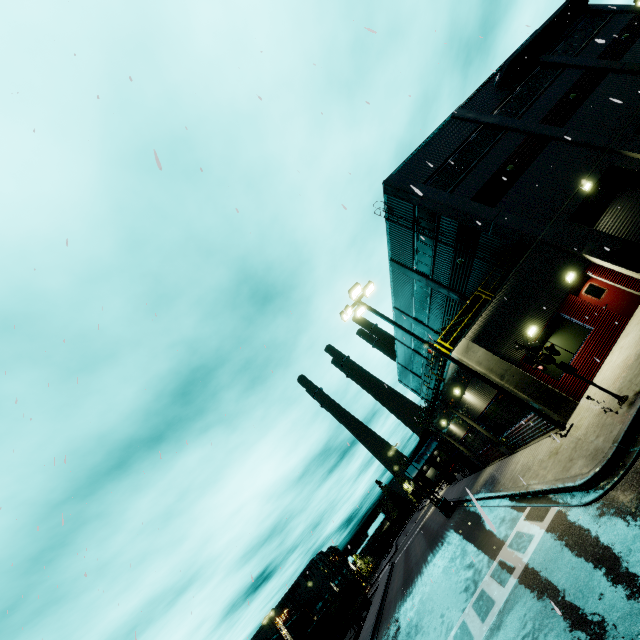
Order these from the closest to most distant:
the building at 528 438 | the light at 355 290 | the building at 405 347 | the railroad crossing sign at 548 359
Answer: the railroad crossing sign at 548 359 < the light at 355 290 < the building at 528 438 < the building at 405 347

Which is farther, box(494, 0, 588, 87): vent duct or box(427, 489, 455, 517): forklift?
box(427, 489, 455, 517): forklift

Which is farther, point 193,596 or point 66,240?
point 193,596

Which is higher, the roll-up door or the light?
the light

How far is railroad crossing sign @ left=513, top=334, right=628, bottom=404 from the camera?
8.7 meters

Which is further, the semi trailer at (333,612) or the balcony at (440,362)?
the semi trailer at (333,612)

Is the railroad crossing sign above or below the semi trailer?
above

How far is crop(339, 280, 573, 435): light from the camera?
11.8 meters
